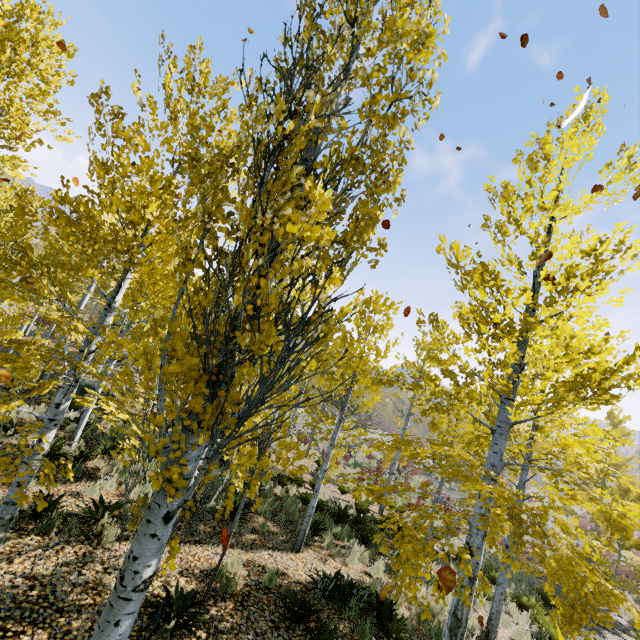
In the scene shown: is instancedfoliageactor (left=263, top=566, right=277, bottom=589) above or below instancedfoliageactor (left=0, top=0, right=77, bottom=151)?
below

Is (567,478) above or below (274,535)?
above

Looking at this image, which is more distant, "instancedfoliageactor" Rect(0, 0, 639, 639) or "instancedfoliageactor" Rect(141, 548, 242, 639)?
"instancedfoliageactor" Rect(141, 548, 242, 639)

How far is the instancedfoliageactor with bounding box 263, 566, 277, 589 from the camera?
6.3 meters

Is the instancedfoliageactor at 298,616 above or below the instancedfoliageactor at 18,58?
below

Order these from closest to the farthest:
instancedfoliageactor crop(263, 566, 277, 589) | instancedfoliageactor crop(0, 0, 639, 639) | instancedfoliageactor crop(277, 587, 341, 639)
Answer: instancedfoliageactor crop(0, 0, 639, 639)
instancedfoliageactor crop(277, 587, 341, 639)
instancedfoliageactor crop(263, 566, 277, 589)

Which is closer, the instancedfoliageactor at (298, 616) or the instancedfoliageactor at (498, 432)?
the instancedfoliageactor at (498, 432)
